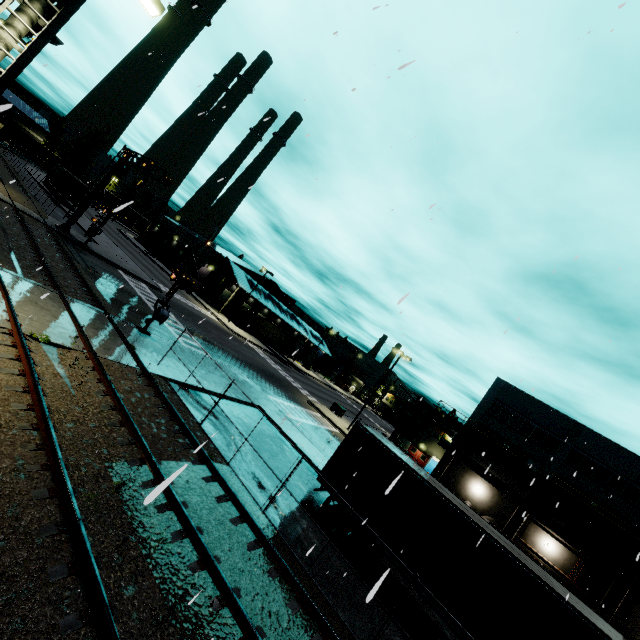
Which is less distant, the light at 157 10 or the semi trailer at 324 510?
the light at 157 10

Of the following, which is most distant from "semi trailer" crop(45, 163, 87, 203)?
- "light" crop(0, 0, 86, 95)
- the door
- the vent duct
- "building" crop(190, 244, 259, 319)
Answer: the door

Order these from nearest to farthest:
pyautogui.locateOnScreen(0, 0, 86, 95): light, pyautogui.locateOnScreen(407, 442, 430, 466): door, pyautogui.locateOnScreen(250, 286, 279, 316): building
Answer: pyautogui.locateOnScreen(0, 0, 86, 95): light, pyautogui.locateOnScreen(407, 442, 430, 466): door, pyautogui.locateOnScreen(250, 286, 279, 316): building

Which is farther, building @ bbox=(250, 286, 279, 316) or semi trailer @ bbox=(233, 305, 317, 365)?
building @ bbox=(250, 286, 279, 316)

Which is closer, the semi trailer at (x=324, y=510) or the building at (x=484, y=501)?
the semi trailer at (x=324, y=510)

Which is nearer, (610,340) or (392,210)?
(610,340)

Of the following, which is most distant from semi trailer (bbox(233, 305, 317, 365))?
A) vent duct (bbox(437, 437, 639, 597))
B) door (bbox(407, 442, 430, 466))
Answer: door (bbox(407, 442, 430, 466))

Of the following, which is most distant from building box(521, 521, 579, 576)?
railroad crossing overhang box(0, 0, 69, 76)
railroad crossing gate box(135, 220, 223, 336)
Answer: railroad crossing overhang box(0, 0, 69, 76)
